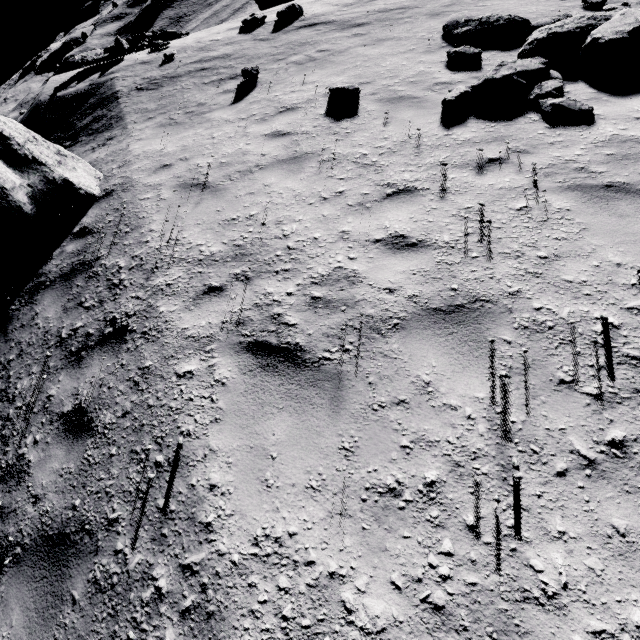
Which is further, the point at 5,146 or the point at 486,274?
the point at 5,146

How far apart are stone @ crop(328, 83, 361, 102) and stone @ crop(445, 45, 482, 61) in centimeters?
217cm

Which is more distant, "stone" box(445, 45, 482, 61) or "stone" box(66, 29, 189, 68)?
"stone" box(66, 29, 189, 68)

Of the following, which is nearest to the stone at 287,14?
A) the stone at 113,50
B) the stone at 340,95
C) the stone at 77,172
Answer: the stone at 113,50

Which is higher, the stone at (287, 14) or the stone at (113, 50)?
the stone at (113, 50)

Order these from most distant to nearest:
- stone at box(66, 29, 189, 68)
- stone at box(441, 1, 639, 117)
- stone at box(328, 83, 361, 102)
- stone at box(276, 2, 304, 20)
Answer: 1. stone at box(66, 29, 189, 68)
2. stone at box(276, 2, 304, 20)
3. stone at box(328, 83, 361, 102)
4. stone at box(441, 1, 639, 117)

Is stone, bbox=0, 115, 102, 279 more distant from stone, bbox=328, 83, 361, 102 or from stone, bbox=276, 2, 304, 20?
stone, bbox=276, 2, 304, 20

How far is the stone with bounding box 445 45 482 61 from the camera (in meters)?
6.52
